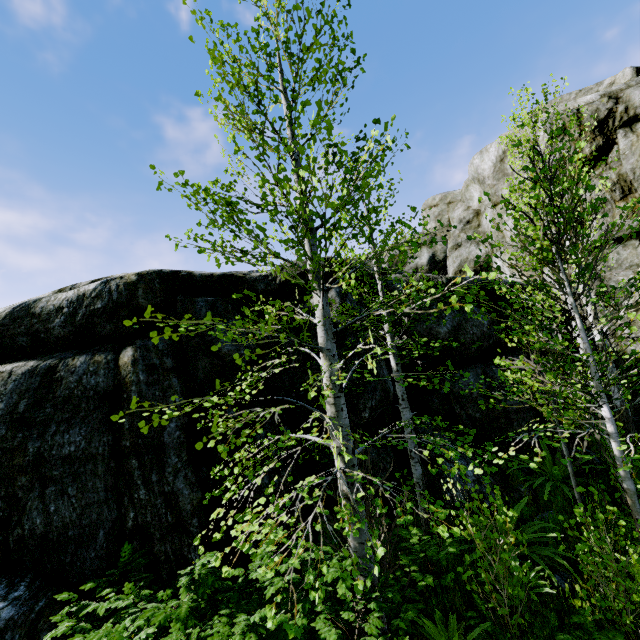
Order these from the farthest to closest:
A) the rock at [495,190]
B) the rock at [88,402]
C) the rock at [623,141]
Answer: the rock at [495,190], the rock at [623,141], the rock at [88,402]

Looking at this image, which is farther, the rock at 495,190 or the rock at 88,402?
the rock at 495,190

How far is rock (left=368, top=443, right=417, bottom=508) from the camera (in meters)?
6.36

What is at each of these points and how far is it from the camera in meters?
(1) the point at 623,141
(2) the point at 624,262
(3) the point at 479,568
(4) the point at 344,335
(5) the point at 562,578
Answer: (1) rock, 10.2 m
(2) rock, 9.6 m
(3) instancedfoliageactor, 3.8 m
(4) rock, 7.4 m
(5) rock, 4.7 m

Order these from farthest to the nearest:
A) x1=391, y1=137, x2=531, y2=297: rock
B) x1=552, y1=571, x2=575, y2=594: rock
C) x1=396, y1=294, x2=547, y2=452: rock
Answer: x1=391, y1=137, x2=531, y2=297: rock → x1=396, y1=294, x2=547, y2=452: rock → x1=552, y1=571, x2=575, y2=594: rock
